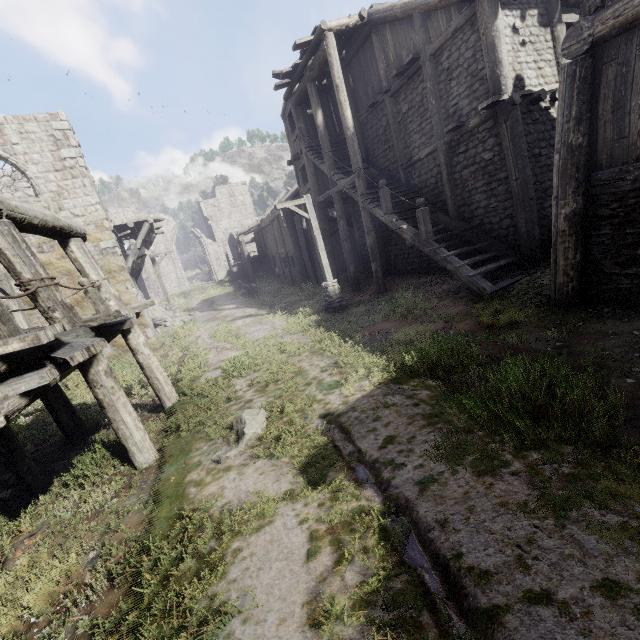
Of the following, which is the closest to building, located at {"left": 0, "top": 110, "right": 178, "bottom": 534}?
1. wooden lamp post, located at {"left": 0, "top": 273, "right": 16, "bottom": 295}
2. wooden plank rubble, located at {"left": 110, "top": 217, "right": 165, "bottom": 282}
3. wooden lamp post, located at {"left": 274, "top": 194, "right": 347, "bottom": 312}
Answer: wooden plank rubble, located at {"left": 110, "top": 217, "right": 165, "bottom": 282}

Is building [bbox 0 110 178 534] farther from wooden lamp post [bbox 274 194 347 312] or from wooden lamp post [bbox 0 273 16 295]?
wooden lamp post [bbox 274 194 347 312]

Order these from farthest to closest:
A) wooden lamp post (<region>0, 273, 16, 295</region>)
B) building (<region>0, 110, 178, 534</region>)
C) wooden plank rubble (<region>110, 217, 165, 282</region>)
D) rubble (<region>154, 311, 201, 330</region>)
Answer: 1. rubble (<region>154, 311, 201, 330</region>)
2. wooden plank rubble (<region>110, 217, 165, 282</region>)
3. wooden lamp post (<region>0, 273, 16, 295</region>)
4. building (<region>0, 110, 178, 534</region>)

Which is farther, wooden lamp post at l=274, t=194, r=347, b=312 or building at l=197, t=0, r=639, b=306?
wooden lamp post at l=274, t=194, r=347, b=312

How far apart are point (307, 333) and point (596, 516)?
8.5m

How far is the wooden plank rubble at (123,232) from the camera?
16.2 meters

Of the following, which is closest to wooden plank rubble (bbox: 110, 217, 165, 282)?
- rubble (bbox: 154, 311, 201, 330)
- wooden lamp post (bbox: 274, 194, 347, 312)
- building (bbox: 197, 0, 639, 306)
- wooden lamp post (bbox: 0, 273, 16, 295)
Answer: building (bbox: 197, 0, 639, 306)

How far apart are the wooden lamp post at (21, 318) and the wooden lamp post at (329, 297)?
10.6 meters
